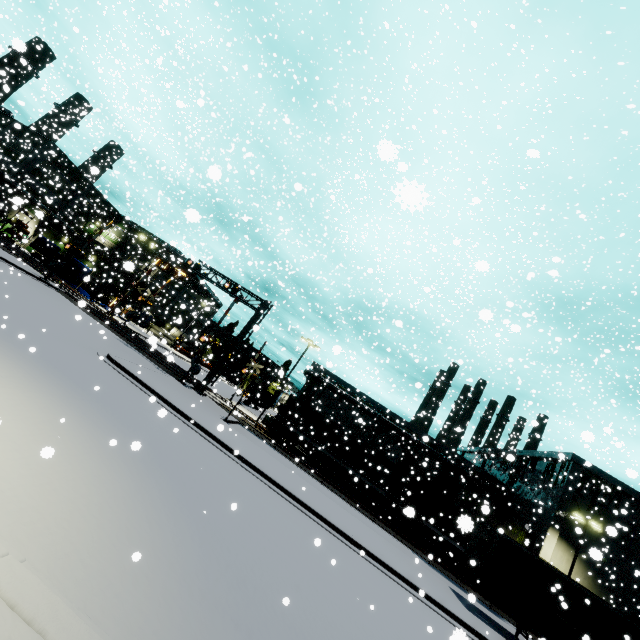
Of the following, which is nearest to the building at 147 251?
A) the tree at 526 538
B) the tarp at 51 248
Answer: the tree at 526 538

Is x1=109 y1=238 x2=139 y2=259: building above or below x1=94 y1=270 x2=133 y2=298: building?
above

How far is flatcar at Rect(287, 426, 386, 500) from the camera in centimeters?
2667cm

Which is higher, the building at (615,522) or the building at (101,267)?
the building at (615,522)

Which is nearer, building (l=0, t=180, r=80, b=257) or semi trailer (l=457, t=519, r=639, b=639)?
semi trailer (l=457, t=519, r=639, b=639)

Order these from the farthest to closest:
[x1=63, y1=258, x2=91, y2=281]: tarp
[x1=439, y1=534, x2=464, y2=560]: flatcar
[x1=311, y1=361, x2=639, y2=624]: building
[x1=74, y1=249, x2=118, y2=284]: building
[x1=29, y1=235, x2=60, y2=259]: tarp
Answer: [x1=74, y1=249, x2=118, y2=284]: building, [x1=29, y1=235, x2=60, y2=259]: tarp, [x1=63, y1=258, x2=91, y2=281]: tarp, [x1=311, y1=361, x2=639, y2=624]: building, [x1=439, y1=534, x2=464, y2=560]: flatcar

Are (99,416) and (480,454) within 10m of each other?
no
